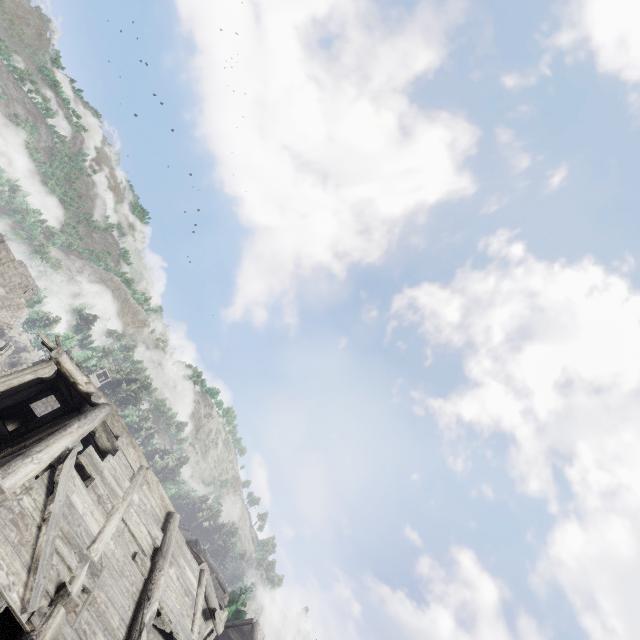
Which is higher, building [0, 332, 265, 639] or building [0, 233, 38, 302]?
building [0, 233, 38, 302]

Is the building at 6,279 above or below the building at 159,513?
above

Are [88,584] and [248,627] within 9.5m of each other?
no

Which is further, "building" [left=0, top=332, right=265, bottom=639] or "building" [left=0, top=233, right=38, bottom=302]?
"building" [left=0, top=233, right=38, bottom=302]

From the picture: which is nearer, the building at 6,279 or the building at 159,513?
the building at 159,513
